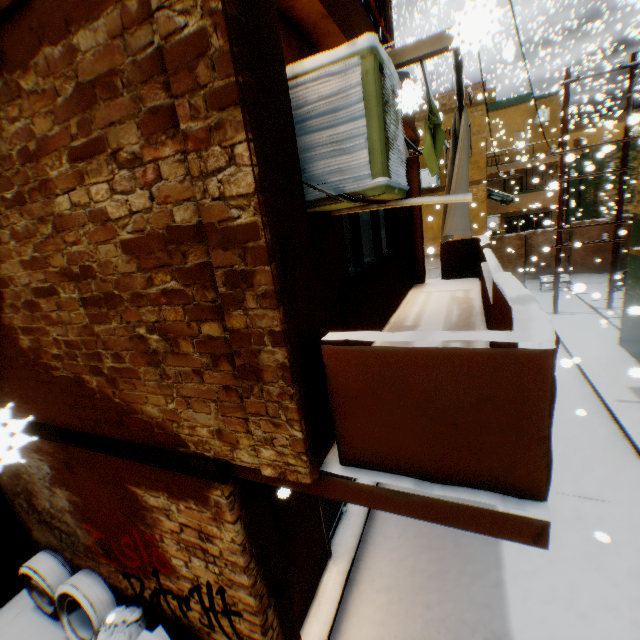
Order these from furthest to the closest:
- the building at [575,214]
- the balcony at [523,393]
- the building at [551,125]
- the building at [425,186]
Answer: the building at [551,125], the building at [575,214], the building at [425,186], the balcony at [523,393]

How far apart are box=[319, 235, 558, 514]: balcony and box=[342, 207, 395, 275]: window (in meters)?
0.93

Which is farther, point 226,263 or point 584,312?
point 584,312

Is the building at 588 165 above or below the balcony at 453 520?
above

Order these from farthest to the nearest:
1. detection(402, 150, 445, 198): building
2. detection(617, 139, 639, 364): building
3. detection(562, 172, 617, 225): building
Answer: detection(562, 172, 617, 225): building
detection(617, 139, 639, 364): building
detection(402, 150, 445, 198): building

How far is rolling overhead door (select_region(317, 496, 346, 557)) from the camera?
4.8 meters

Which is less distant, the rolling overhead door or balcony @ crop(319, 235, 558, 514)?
balcony @ crop(319, 235, 558, 514)

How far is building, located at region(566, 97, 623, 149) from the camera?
25.7m
